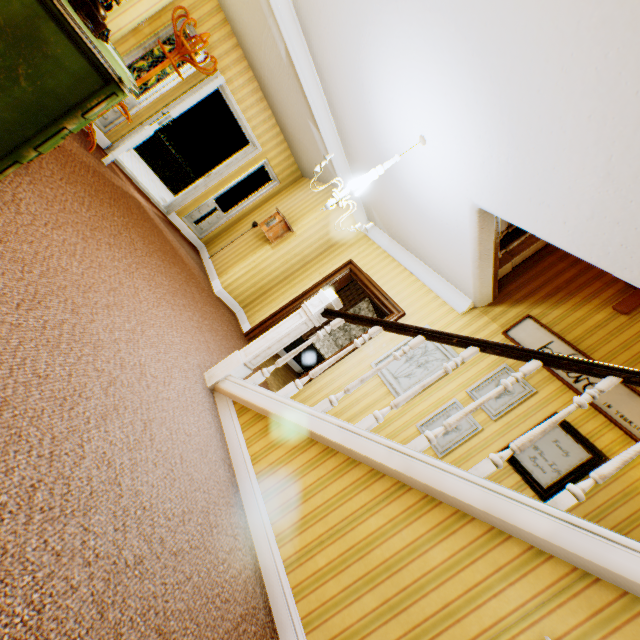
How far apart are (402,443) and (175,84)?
6.5m

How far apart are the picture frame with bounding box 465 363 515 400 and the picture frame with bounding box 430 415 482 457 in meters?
0.2 m

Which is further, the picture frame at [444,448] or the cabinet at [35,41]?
the picture frame at [444,448]

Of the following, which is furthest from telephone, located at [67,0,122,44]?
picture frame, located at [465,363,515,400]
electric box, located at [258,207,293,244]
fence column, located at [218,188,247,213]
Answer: fence column, located at [218,188,247,213]

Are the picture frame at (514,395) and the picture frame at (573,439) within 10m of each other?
yes

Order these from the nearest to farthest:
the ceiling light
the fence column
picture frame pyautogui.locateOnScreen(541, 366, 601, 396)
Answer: the ceiling light → picture frame pyautogui.locateOnScreen(541, 366, 601, 396) → the fence column

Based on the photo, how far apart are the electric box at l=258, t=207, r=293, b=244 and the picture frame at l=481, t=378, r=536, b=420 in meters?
4.1 m

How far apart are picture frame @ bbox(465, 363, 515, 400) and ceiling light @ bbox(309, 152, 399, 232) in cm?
233
